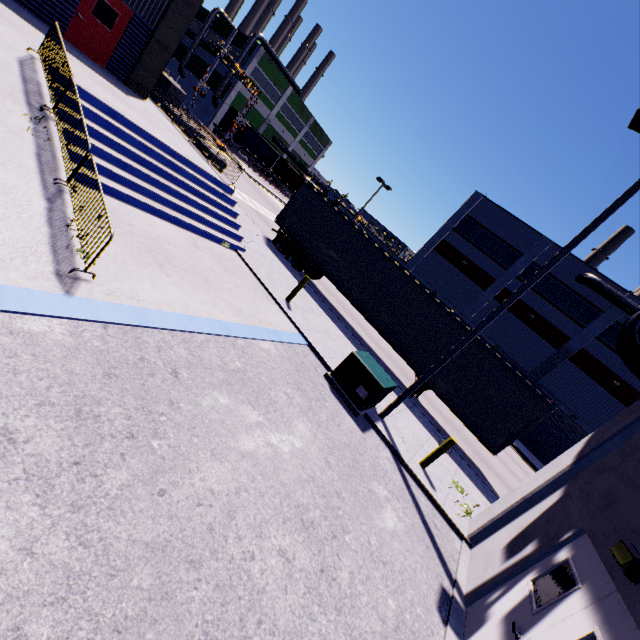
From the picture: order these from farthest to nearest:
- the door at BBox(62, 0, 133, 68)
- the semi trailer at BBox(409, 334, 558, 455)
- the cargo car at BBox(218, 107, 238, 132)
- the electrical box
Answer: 1. the cargo car at BBox(218, 107, 238, 132)
2. the door at BBox(62, 0, 133, 68)
3. the semi trailer at BBox(409, 334, 558, 455)
4. the electrical box

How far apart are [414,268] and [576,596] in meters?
33.3 m

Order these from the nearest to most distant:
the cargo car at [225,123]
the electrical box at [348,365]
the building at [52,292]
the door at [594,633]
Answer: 1. the door at [594,633]
2. the building at [52,292]
3. the electrical box at [348,365]
4. the cargo car at [225,123]

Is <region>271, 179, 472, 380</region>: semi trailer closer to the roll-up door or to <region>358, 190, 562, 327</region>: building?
<region>358, 190, 562, 327</region>: building

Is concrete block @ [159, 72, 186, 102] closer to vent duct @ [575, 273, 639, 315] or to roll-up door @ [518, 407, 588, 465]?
vent duct @ [575, 273, 639, 315]

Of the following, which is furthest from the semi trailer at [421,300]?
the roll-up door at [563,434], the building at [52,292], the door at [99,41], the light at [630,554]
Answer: the door at [99,41]

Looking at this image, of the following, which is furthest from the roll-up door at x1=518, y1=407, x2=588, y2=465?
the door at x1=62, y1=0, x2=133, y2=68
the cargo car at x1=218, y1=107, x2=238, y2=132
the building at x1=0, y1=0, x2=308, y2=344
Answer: the door at x1=62, y1=0, x2=133, y2=68

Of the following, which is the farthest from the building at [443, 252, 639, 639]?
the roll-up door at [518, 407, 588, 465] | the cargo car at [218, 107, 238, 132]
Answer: the cargo car at [218, 107, 238, 132]
